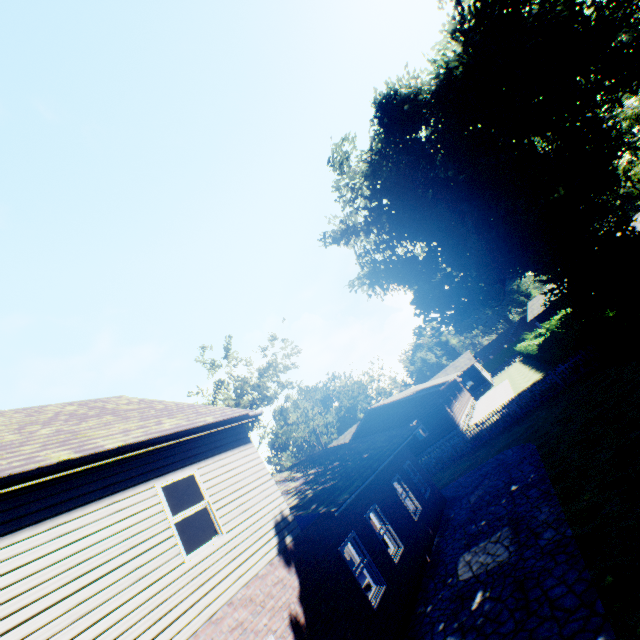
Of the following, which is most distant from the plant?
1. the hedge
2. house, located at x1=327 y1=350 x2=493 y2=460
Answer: house, located at x1=327 y1=350 x2=493 y2=460

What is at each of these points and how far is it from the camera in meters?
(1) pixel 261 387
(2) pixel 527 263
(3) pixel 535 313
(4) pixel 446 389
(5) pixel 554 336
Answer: (1) tree, 30.4
(2) plant, 25.6
(3) house, 46.2
(4) house, 35.2
(5) hedge, 24.2

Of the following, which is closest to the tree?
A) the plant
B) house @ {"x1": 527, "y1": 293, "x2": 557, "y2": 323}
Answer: the plant

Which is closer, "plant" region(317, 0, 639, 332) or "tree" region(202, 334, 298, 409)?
"plant" region(317, 0, 639, 332)

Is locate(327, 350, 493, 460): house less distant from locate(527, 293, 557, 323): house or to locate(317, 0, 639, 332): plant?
locate(317, 0, 639, 332): plant

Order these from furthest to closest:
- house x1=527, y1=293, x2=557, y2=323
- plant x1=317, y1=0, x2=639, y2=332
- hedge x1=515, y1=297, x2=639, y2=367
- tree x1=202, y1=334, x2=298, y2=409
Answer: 1. house x1=527, y1=293, x2=557, y2=323
2. tree x1=202, y1=334, x2=298, y2=409
3. plant x1=317, y1=0, x2=639, y2=332
4. hedge x1=515, y1=297, x2=639, y2=367

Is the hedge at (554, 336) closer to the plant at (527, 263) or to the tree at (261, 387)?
the plant at (527, 263)

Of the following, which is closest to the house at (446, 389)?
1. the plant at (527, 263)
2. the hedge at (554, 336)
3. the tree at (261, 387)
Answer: the plant at (527, 263)
